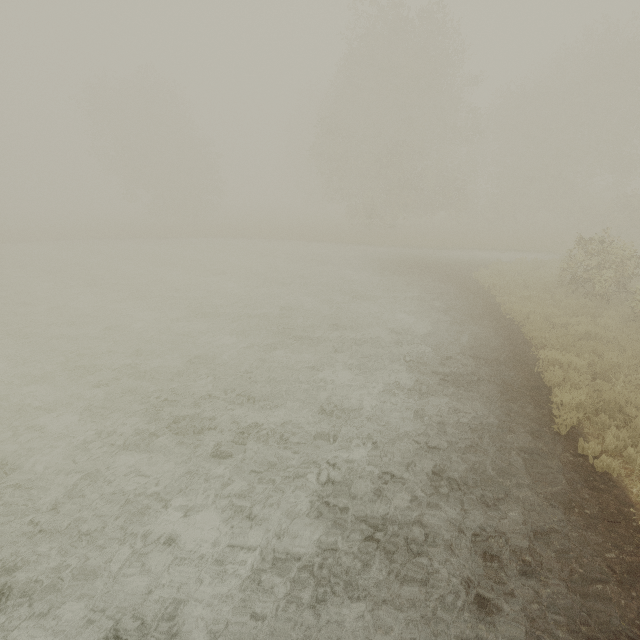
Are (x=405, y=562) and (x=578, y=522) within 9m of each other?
yes
